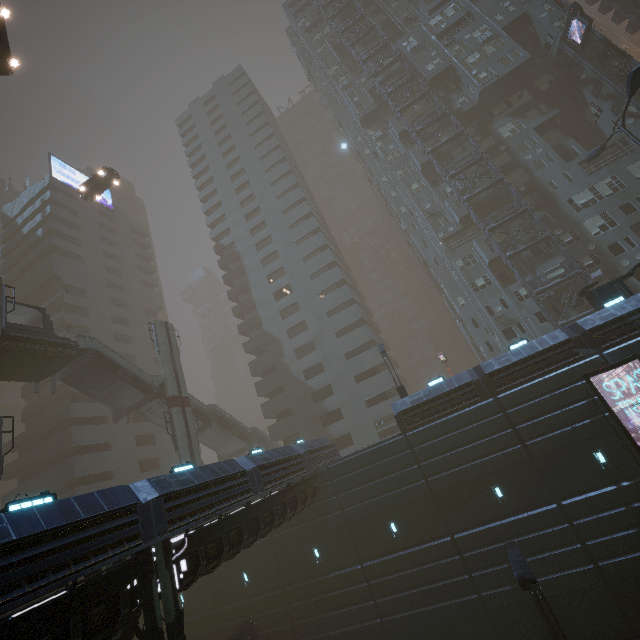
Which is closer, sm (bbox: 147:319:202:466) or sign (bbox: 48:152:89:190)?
sm (bbox: 147:319:202:466)

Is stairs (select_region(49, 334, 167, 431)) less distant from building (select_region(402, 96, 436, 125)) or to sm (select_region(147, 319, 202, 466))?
sm (select_region(147, 319, 202, 466))

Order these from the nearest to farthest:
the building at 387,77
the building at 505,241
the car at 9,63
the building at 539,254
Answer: the car at 9,63
the building at 539,254
the building at 505,241
the building at 387,77

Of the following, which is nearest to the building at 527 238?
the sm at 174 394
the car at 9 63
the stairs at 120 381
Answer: the car at 9 63

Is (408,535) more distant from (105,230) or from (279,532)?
(105,230)

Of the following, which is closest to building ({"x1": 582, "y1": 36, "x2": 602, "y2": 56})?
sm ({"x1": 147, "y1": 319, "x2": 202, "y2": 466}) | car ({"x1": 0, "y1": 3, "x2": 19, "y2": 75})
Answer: car ({"x1": 0, "y1": 3, "x2": 19, "y2": 75})

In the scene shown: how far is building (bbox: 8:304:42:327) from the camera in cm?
4181

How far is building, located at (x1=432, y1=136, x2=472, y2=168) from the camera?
37.38m
